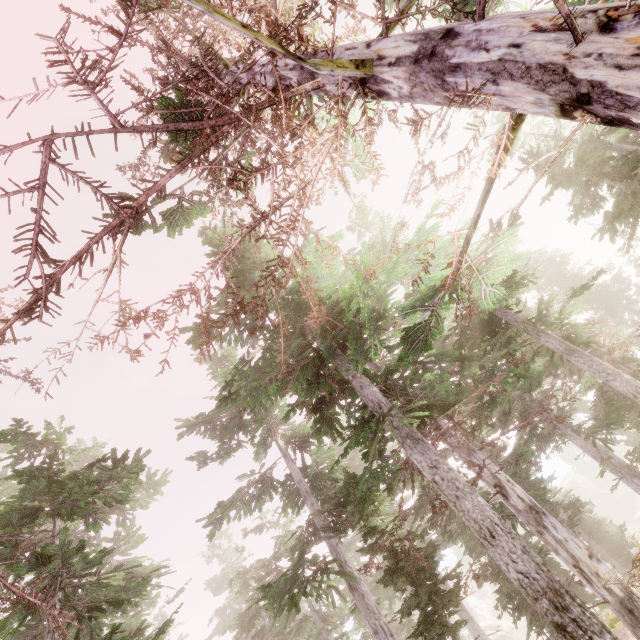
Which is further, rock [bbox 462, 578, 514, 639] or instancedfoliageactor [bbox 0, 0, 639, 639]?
rock [bbox 462, 578, 514, 639]

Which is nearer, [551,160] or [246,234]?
[551,160]

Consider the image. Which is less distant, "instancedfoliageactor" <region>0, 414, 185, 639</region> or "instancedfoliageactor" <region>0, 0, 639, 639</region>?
"instancedfoliageactor" <region>0, 0, 639, 639</region>

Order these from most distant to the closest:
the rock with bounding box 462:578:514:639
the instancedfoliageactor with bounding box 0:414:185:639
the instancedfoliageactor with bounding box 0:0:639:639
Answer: the rock with bounding box 462:578:514:639, the instancedfoliageactor with bounding box 0:414:185:639, the instancedfoliageactor with bounding box 0:0:639:639

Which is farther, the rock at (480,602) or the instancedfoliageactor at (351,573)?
the rock at (480,602)

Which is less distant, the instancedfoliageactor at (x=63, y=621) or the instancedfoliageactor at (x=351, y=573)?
the instancedfoliageactor at (x=351, y=573)

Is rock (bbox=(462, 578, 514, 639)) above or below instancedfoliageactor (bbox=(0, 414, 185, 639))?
below
